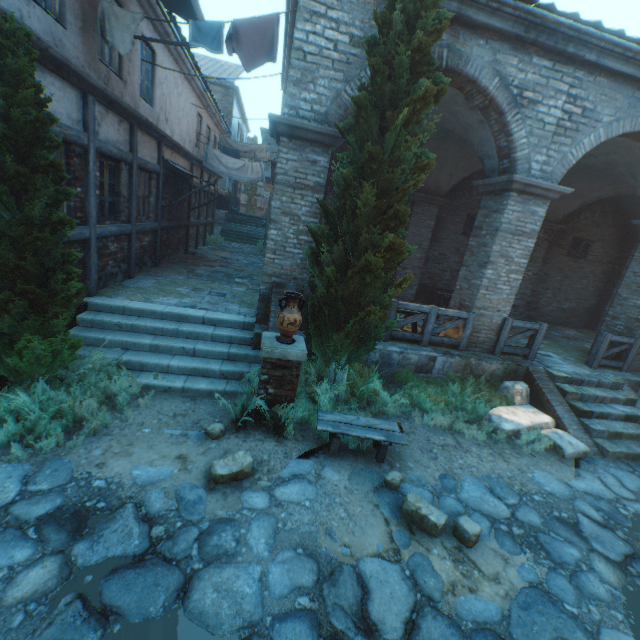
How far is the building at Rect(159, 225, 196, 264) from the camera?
11.1 meters

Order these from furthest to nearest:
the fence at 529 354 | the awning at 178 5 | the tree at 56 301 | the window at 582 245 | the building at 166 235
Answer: the window at 582 245 < the building at 166 235 < the fence at 529 354 < the awning at 178 5 < the tree at 56 301

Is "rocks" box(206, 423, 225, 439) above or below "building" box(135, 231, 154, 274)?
below

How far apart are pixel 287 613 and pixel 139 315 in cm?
589

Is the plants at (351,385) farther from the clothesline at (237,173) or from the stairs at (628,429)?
the clothesline at (237,173)

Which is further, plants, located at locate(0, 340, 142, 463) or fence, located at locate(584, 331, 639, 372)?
fence, located at locate(584, 331, 639, 372)

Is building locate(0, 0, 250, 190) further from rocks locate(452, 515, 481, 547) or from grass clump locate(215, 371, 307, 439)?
rocks locate(452, 515, 481, 547)

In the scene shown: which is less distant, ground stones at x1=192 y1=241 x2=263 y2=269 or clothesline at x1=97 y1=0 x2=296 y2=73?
clothesline at x1=97 y1=0 x2=296 y2=73
